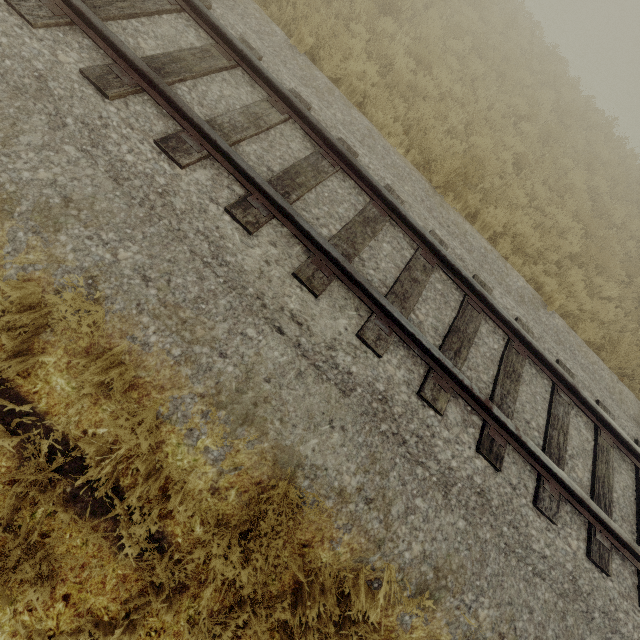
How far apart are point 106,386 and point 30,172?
2.1 meters
